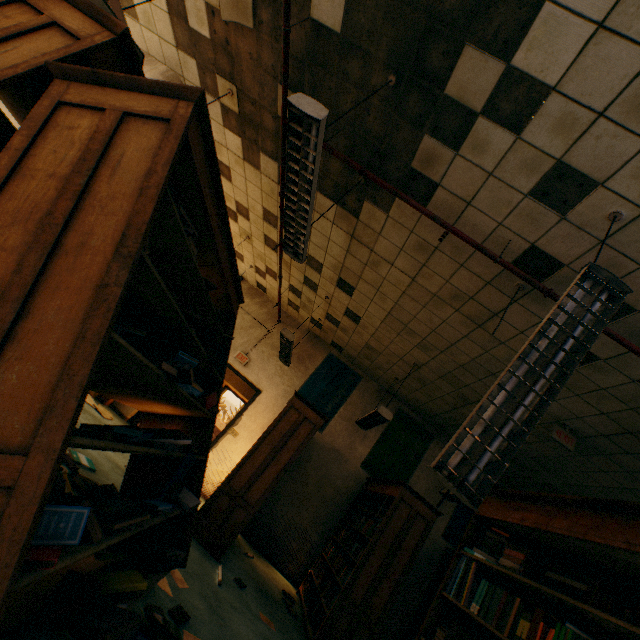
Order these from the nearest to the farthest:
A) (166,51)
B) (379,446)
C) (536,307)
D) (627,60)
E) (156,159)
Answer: (156,159), (627,60), (536,307), (166,51), (379,446)

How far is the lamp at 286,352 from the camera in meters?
5.3

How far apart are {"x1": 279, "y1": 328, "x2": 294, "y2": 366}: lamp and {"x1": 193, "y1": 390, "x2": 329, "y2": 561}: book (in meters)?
0.88

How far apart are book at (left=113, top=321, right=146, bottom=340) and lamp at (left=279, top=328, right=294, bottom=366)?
3.6m

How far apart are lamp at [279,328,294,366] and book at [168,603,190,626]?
3.4m

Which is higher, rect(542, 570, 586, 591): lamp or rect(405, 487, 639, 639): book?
rect(542, 570, 586, 591): lamp

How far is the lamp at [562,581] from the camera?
4.9m

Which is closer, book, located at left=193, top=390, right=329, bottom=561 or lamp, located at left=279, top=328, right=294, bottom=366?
book, located at left=193, top=390, right=329, bottom=561
